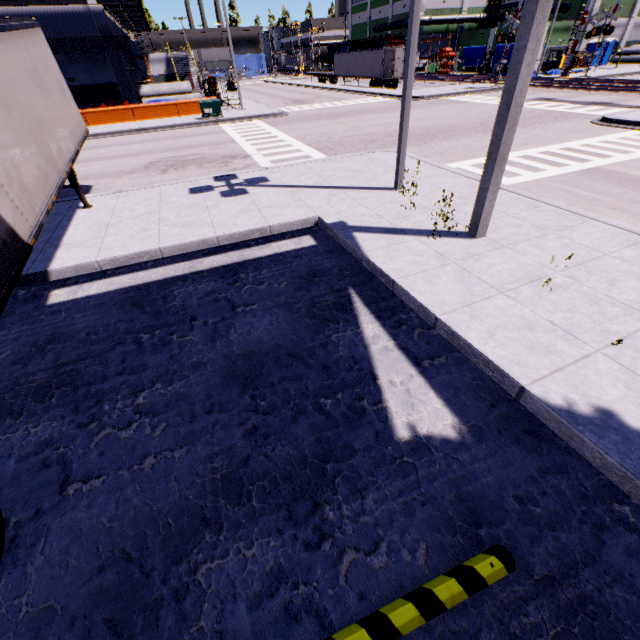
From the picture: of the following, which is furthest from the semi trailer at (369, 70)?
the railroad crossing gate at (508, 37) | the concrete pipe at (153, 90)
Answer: the concrete pipe at (153, 90)

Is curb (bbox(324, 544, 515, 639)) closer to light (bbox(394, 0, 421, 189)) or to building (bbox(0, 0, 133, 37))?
building (bbox(0, 0, 133, 37))

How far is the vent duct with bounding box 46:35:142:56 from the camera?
25.78m

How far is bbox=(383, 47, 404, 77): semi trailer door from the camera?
35.16m

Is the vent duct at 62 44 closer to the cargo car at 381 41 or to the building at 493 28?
the building at 493 28

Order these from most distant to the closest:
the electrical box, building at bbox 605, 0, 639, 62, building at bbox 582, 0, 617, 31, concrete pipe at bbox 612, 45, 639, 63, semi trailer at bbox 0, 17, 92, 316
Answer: concrete pipe at bbox 612, 45, 639, 63
building at bbox 605, 0, 639, 62
building at bbox 582, 0, 617, 31
the electrical box
semi trailer at bbox 0, 17, 92, 316

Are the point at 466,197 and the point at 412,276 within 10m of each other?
yes

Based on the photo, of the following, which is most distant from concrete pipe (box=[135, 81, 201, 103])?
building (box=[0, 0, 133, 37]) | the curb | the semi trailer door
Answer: the curb
